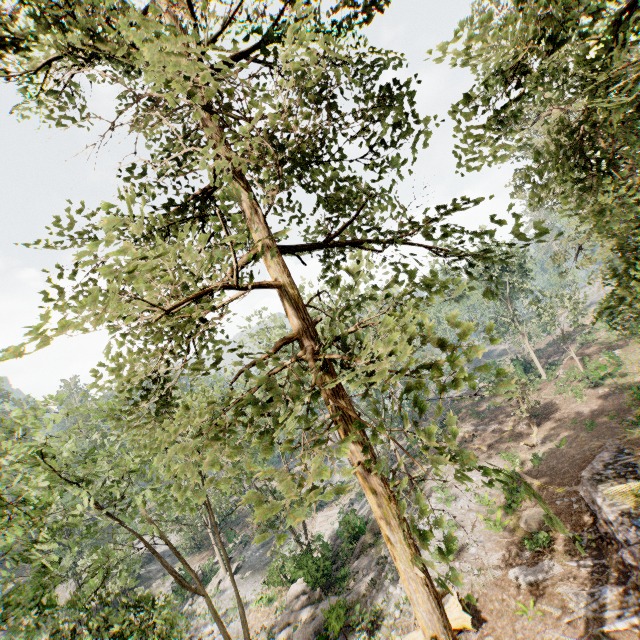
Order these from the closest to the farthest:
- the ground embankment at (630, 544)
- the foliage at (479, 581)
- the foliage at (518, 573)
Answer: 1. the ground embankment at (630, 544)
2. the foliage at (518, 573)
3. the foliage at (479, 581)

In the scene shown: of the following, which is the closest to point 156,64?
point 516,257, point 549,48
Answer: point 549,48

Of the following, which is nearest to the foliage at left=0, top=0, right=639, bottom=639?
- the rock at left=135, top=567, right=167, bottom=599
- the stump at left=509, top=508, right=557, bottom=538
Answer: the rock at left=135, top=567, right=167, bottom=599

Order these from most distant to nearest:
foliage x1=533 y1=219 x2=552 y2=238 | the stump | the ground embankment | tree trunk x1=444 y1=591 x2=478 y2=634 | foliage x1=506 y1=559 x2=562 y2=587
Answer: the stump → foliage x1=506 y1=559 x2=562 y2=587 → tree trunk x1=444 y1=591 x2=478 y2=634 → the ground embankment → foliage x1=533 y1=219 x2=552 y2=238

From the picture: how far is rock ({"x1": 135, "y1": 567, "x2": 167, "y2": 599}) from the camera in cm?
3912

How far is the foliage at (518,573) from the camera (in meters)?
13.94

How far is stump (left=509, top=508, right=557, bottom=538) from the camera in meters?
15.6 m
